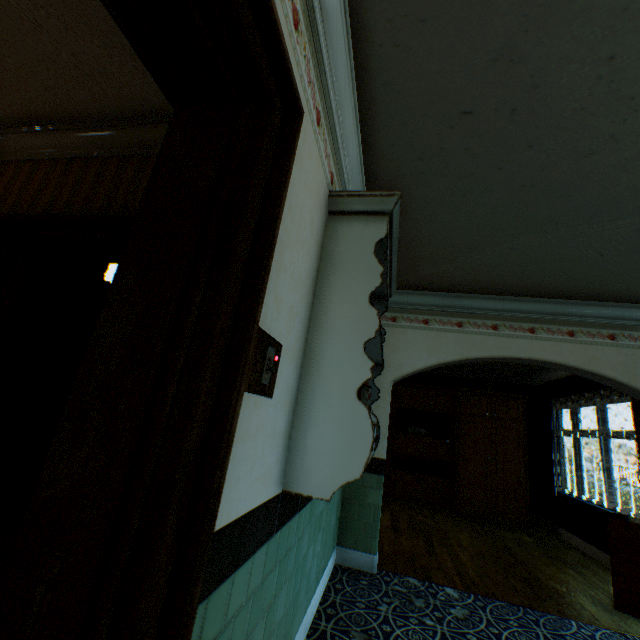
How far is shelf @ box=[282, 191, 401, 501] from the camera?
1.5m

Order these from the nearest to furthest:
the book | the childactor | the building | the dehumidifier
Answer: the building → the childactor → the dehumidifier → the book

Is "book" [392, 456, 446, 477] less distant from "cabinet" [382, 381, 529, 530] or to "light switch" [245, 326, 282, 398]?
"cabinet" [382, 381, 529, 530]

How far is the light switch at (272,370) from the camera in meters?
1.0

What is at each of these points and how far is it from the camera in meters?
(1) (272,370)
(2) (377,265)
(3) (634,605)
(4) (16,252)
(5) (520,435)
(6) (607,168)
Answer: (1) light switch, 1.1
(2) shelf, 1.7
(3) dehumidifier, 3.4
(4) childactor, 2.1
(5) cabinet, 6.8
(6) building, 2.0

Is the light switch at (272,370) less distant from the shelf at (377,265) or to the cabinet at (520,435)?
the shelf at (377,265)

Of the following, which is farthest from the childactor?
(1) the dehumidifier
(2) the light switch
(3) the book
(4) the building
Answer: (3) the book

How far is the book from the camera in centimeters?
721cm
